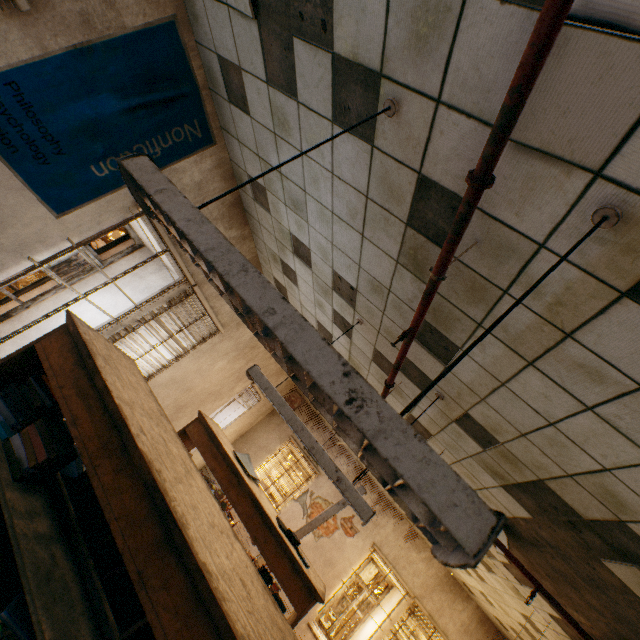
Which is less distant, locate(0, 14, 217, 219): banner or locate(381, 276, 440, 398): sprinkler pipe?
locate(381, 276, 440, 398): sprinkler pipe

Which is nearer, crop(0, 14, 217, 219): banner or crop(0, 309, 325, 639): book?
crop(0, 309, 325, 639): book

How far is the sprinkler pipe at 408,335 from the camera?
1.6 meters

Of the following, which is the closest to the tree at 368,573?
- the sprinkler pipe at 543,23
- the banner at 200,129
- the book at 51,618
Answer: the sprinkler pipe at 543,23

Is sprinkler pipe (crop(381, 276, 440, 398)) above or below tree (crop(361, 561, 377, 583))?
above

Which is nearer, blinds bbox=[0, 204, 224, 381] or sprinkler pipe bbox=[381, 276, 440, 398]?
sprinkler pipe bbox=[381, 276, 440, 398]

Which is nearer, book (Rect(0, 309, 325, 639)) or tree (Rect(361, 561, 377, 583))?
book (Rect(0, 309, 325, 639))

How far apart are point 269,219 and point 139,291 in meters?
1.9
